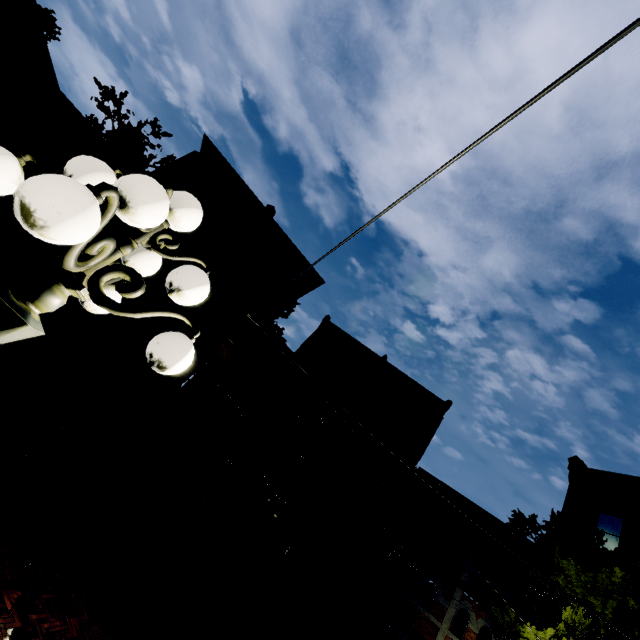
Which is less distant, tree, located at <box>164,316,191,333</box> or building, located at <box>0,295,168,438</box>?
tree, located at <box>164,316,191,333</box>

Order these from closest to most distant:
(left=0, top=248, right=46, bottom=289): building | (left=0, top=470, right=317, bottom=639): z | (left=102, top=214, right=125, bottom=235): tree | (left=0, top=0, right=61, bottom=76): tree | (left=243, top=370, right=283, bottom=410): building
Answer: (left=0, top=470, right=317, bottom=639): z, (left=0, top=0, right=61, bottom=76): tree, (left=102, top=214, right=125, bottom=235): tree, (left=0, top=248, right=46, bottom=289): building, (left=243, top=370, right=283, bottom=410): building

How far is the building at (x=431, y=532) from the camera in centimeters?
1492cm

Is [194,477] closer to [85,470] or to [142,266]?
[85,470]

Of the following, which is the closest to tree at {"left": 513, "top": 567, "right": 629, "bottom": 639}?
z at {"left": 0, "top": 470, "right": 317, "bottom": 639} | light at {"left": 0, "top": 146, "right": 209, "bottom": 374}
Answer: z at {"left": 0, "top": 470, "right": 317, "bottom": 639}

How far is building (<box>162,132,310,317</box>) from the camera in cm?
1895

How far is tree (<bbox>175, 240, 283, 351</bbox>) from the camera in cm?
1292

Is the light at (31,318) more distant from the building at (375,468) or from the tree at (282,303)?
the building at (375,468)
